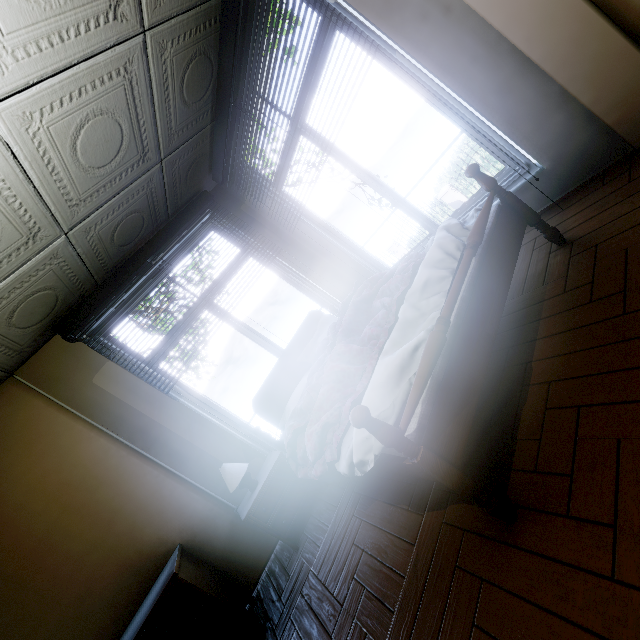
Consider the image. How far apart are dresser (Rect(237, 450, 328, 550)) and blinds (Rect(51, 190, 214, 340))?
2.12m

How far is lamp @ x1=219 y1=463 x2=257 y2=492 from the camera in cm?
270

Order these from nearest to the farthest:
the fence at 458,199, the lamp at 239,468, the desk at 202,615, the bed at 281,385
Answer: the bed at 281,385, the desk at 202,615, the lamp at 239,468, the fence at 458,199

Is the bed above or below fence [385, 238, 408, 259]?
above

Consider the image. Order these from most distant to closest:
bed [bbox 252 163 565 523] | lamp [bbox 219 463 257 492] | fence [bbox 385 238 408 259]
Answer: fence [bbox 385 238 408 259]
lamp [bbox 219 463 257 492]
bed [bbox 252 163 565 523]

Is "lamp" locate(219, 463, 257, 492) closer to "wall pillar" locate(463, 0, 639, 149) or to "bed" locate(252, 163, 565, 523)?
"bed" locate(252, 163, 565, 523)

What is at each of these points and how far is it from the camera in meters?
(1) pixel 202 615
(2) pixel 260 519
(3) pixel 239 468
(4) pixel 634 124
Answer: (1) desk, 2.2
(2) dresser, 2.6
(3) lamp, 2.8
(4) wall pillar, 1.9

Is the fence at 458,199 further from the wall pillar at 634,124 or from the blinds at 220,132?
the blinds at 220,132
